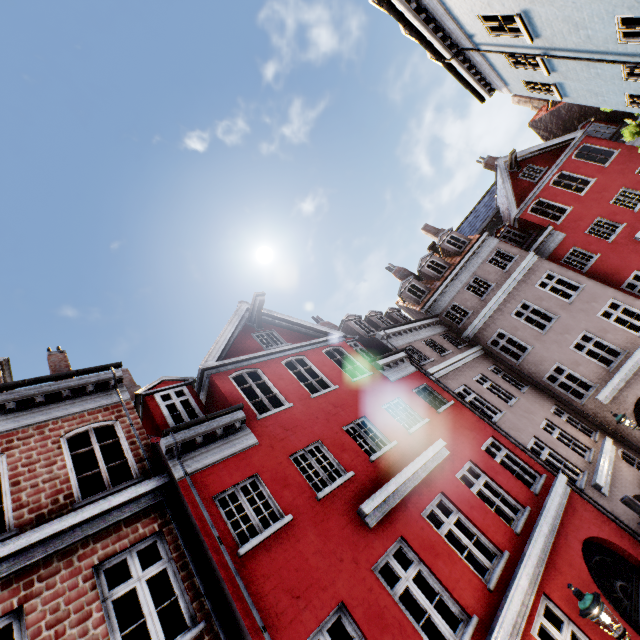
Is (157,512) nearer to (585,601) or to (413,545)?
(413,545)

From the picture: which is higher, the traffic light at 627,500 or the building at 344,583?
the building at 344,583

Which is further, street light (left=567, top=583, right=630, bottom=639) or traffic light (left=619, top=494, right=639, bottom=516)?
traffic light (left=619, top=494, right=639, bottom=516)

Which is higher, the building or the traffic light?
the building

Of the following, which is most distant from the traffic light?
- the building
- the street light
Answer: the street light

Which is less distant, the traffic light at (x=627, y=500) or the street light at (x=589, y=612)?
the street light at (x=589, y=612)

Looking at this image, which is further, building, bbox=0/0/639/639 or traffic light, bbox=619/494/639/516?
traffic light, bbox=619/494/639/516

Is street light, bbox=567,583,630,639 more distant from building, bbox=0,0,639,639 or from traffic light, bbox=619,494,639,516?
traffic light, bbox=619,494,639,516
